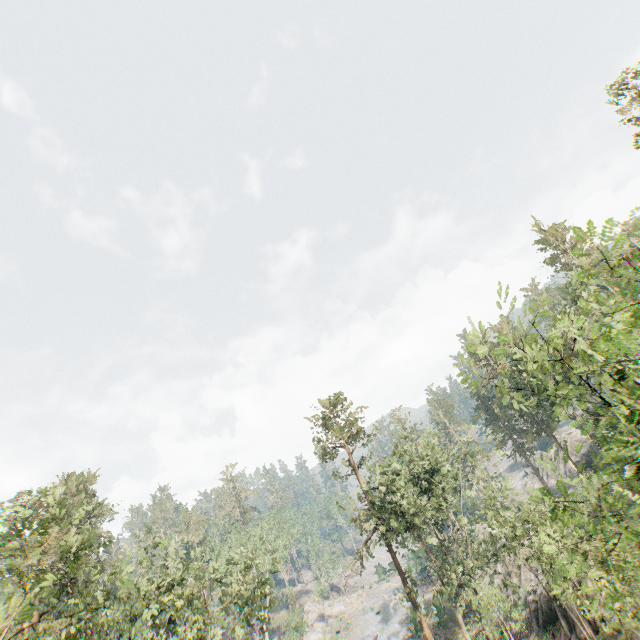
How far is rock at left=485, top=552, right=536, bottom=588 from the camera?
34.0 meters

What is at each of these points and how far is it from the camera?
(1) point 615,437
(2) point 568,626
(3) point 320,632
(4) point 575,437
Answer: (1) foliage, 14.4m
(2) rock, 24.6m
(3) rock, 56.8m
(4) rock, 57.5m

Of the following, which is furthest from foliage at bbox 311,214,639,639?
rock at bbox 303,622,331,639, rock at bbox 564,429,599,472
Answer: rock at bbox 564,429,599,472

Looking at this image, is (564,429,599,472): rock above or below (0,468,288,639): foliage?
below

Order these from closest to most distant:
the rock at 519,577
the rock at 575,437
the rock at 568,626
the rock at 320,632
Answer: the rock at 568,626 → the rock at 519,577 → the rock at 575,437 → the rock at 320,632

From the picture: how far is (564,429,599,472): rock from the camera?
49.81m

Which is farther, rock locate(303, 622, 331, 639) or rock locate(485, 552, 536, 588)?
rock locate(303, 622, 331, 639)

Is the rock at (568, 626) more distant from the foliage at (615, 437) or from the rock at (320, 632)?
the rock at (320, 632)
